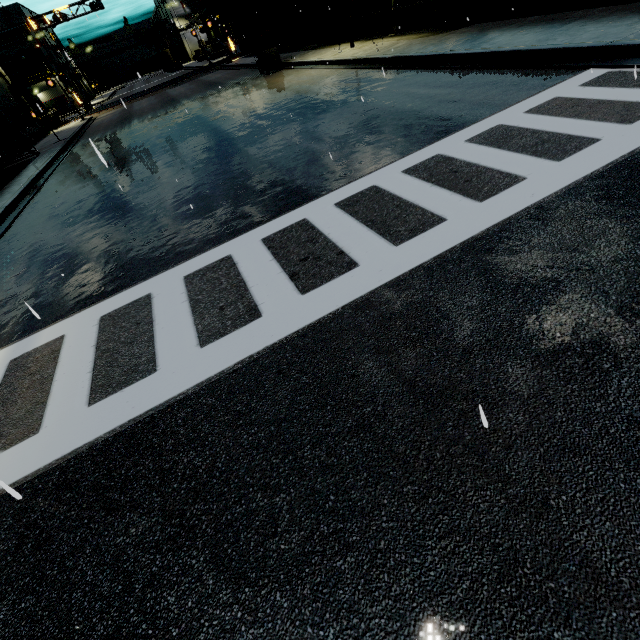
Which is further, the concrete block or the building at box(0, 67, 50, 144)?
the concrete block

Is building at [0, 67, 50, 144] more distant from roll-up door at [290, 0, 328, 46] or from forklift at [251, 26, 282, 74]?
forklift at [251, 26, 282, 74]

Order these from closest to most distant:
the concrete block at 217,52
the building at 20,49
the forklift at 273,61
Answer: the forklift at 273,61 < the concrete block at 217,52 < the building at 20,49

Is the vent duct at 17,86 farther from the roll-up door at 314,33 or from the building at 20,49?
the roll-up door at 314,33

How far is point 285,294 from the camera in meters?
4.2 m

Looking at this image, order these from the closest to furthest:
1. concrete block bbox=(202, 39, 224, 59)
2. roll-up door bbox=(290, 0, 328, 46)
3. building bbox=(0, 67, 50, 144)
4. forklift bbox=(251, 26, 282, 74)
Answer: forklift bbox=(251, 26, 282, 74) < roll-up door bbox=(290, 0, 328, 46) < building bbox=(0, 67, 50, 144) < concrete block bbox=(202, 39, 224, 59)

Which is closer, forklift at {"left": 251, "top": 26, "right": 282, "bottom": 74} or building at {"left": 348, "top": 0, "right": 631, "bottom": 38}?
building at {"left": 348, "top": 0, "right": 631, "bottom": 38}

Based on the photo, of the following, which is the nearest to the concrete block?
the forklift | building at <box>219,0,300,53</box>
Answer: building at <box>219,0,300,53</box>
